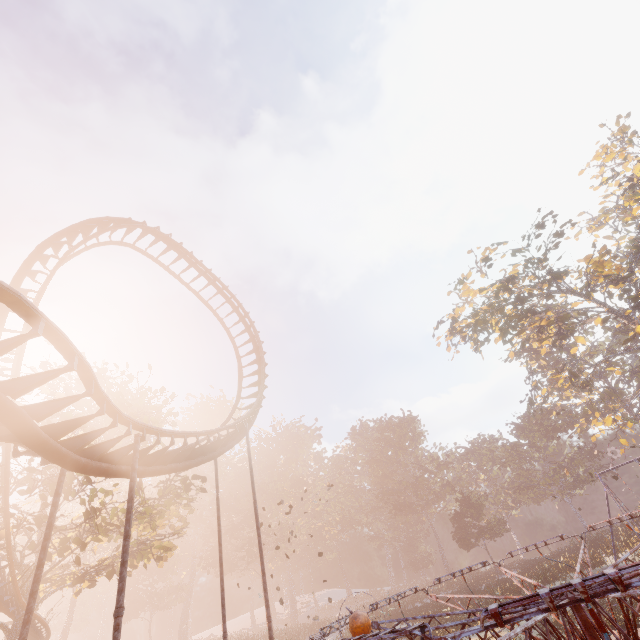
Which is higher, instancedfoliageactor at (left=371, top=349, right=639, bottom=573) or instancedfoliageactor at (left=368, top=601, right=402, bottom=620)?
instancedfoliageactor at (left=371, top=349, right=639, bottom=573)

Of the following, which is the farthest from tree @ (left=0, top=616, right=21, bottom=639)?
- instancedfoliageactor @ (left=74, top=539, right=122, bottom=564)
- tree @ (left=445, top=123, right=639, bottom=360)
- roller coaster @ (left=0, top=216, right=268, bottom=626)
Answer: tree @ (left=445, top=123, right=639, bottom=360)

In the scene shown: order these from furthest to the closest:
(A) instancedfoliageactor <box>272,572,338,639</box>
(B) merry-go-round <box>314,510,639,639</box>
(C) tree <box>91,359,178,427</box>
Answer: (A) instancedfoliageactor <box>272,572,338,639</box>
(C) tree <box>91,359,178,427</box>
(B) merry-go-round <box>314,510,639,639</box>

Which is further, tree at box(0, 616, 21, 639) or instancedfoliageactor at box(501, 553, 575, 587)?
instancedfoliageactor at box(501, 553, 575, 587)

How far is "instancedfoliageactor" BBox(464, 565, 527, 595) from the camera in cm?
2423

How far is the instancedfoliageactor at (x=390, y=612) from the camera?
30.7m

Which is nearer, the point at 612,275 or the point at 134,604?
the point at 612,275

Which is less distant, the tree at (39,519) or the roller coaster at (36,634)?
the tree at (39,519)
